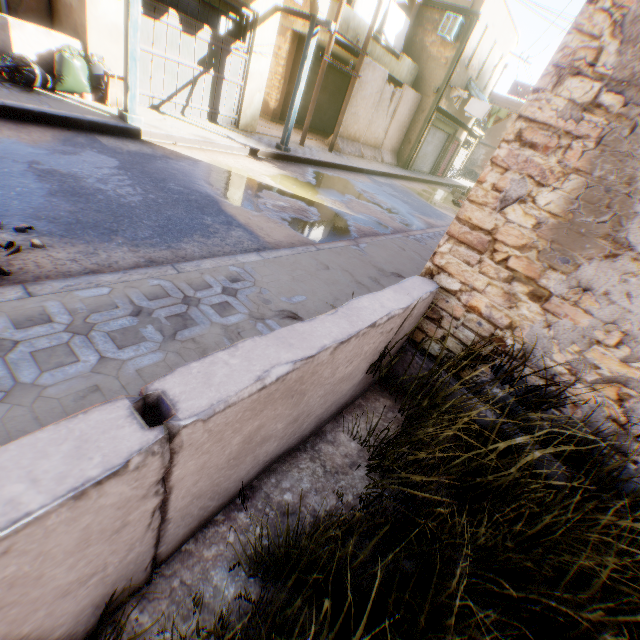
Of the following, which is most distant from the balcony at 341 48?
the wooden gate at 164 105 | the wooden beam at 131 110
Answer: the wooden beam at 131 110

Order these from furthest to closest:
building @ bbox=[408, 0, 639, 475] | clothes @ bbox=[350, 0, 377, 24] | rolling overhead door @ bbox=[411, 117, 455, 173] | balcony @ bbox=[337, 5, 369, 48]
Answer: rolling overhead door @ bbox=[411, 117, 455, 173], clothes @ bbox=[350, 0, 377, 24], balcony @ bbox=[337, 5, 369, 48], building @ bbox=[408, 0, 639, 475]

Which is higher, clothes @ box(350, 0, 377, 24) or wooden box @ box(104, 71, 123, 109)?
clothes @ box(350, 0, 377, 24)

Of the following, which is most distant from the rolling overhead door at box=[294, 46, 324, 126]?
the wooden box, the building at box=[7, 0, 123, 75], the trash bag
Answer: the wooden box

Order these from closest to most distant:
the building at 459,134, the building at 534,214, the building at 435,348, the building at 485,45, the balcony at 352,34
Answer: the building at 534,214 < the building at 435,348 < the balcony at 352,34 < the building at 485,45 < the building at 459,134

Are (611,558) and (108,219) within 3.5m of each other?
no

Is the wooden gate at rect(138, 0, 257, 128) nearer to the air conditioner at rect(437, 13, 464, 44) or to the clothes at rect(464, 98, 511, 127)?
the clothes at rect(464, 98, 511, 127)

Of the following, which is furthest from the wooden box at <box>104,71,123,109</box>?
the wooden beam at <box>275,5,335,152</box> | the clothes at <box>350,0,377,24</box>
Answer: the clothes at <box>350,0,377,24</box>
